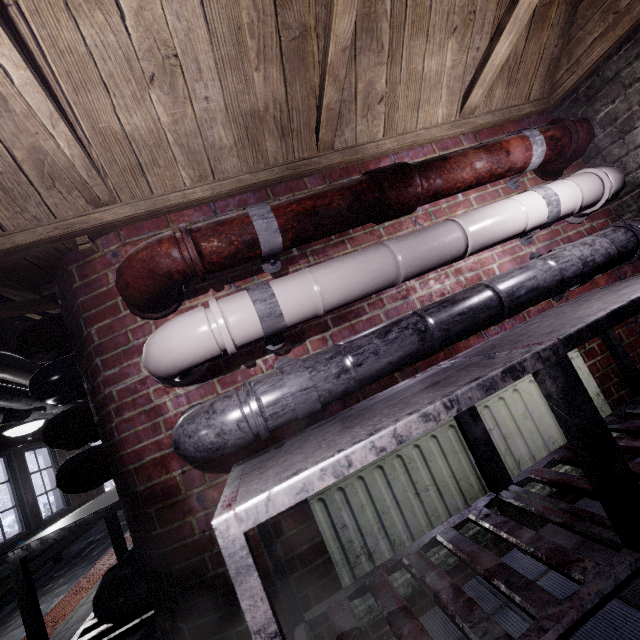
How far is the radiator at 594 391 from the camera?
1.64m

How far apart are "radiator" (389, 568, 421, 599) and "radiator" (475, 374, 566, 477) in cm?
12

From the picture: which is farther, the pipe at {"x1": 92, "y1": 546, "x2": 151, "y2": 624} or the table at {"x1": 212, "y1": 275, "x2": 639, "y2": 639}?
the pipe at {"x1": 92, "y1": 546, "x2": 151, "y2": 624}

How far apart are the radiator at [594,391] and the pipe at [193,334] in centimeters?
84cm

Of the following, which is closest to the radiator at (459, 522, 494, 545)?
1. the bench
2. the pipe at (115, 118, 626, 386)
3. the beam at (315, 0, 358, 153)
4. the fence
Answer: the pipe at (115, 118, 626, 386)

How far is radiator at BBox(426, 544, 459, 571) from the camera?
1.3m

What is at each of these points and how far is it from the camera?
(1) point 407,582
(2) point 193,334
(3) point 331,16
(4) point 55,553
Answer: (1) radiator, 1.3m
(2) pipe, 1.0m
(3) beam, 1.1m
(4) bench, 4.5m

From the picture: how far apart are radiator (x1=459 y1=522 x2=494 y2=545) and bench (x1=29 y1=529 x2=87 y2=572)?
4.65m
